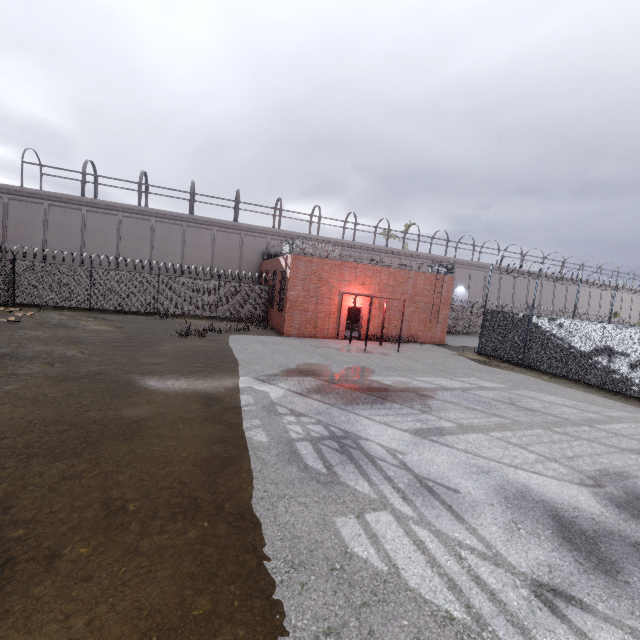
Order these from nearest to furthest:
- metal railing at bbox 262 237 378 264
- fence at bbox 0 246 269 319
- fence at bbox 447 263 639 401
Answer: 1. fence at bbox 447 263 639 401
2. metal railing at bbox 262 237 378 264
3. fence at bbox 0 246 269 319

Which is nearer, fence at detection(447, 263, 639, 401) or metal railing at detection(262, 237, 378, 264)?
fence at detection(447, 263, 639, 401)

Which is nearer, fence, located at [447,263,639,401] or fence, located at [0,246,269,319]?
fence, located at [447,263,639,401]

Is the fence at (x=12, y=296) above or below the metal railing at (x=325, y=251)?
below

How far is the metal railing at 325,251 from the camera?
19.2m

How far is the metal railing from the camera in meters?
Answer: 19.2

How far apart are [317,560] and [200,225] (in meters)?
29.54
